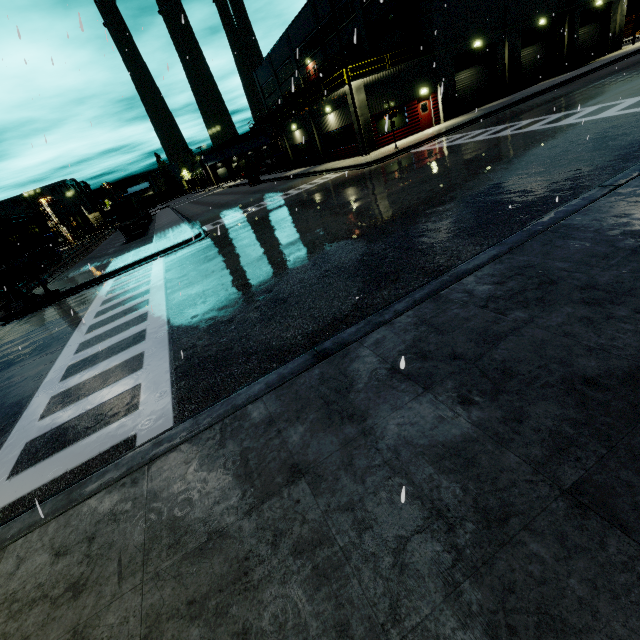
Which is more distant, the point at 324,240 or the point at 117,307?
the point at 117,307

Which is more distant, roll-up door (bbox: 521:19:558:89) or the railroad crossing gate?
roll-up door (bbox: 521:19:558:89)

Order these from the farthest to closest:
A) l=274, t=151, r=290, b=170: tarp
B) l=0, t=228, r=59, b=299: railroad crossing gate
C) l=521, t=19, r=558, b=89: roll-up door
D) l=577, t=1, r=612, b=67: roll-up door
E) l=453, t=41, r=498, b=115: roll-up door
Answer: l=274, t=151, r=290, b=170: tarp, l=577, t=1, r=612, b=67: roll-up door, l=521, t=19, r=558, b=89: roll-up door, l=453, t=41, r=498, b=115: roll-up door, l=0, t=228, r=59, b=299: railroad crossing gate

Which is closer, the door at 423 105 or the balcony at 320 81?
the door at 423 105

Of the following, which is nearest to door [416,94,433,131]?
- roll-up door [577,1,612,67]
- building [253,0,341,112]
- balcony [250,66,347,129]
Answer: building [253,0,341,112]

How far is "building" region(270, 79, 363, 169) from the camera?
25.7 meters

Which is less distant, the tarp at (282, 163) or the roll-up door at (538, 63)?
the roll-up door at (538, 63)

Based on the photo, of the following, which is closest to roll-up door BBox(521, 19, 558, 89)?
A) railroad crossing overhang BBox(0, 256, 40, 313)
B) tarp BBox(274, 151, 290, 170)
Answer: tarp BBox(274, 151, 290, 170)
